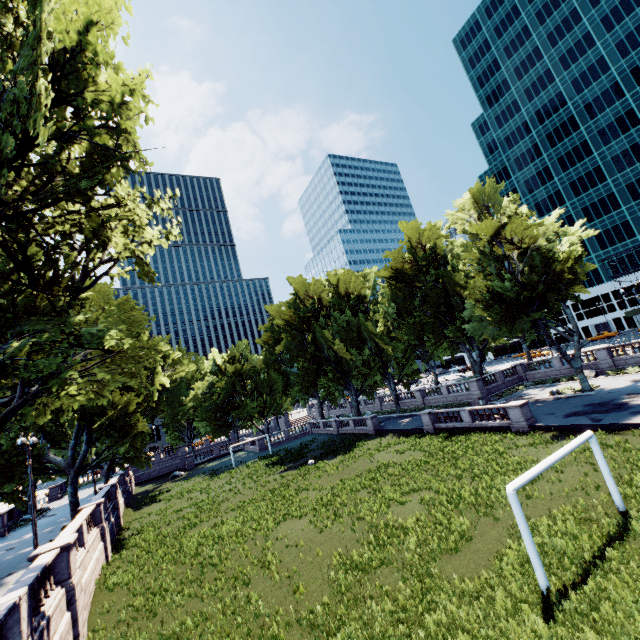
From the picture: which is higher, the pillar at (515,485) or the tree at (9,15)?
the tree at (9,15)

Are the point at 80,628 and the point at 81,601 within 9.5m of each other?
yes

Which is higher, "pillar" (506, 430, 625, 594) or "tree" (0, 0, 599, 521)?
"tree" (0, 0, 599, 521)

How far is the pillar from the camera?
9.59m

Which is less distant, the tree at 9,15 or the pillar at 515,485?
the pillar at 515,485

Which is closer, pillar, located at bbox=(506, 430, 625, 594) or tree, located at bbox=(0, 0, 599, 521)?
pillar, located at bbox=(506, 430, 625, 594)
